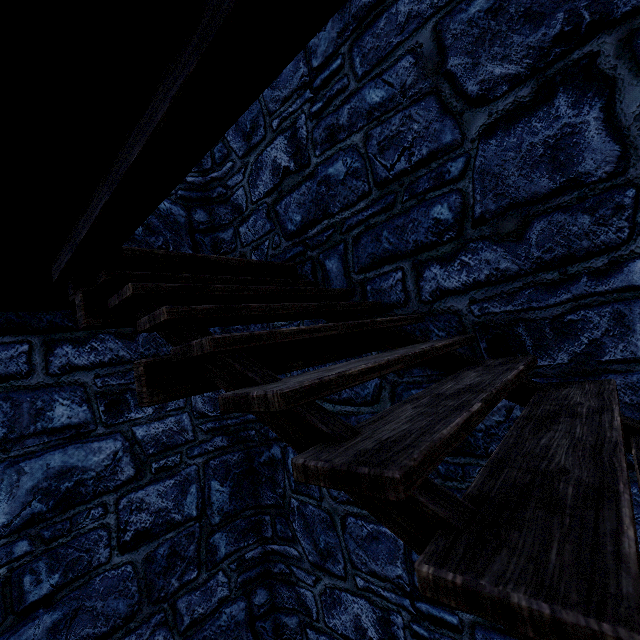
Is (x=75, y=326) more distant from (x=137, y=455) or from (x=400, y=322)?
(x=400, y=322)
